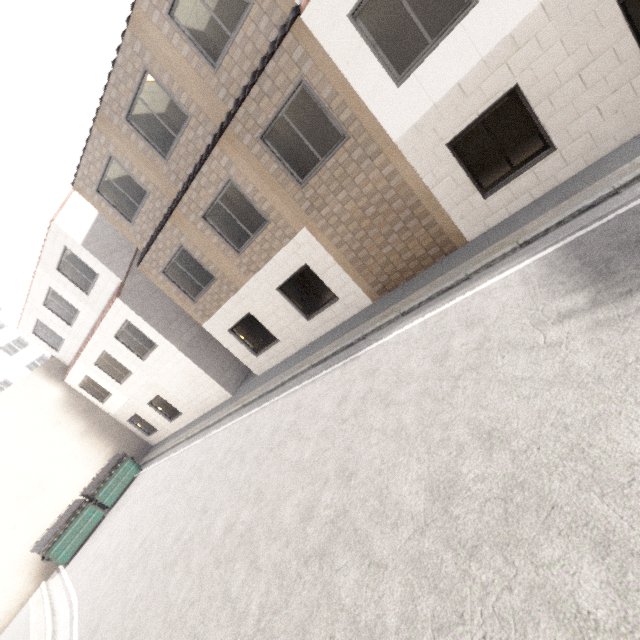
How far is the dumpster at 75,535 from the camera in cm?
1276

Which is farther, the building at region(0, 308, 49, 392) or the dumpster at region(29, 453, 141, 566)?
the building at region(0, 308, 49, 392)

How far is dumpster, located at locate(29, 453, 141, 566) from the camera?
12.8m

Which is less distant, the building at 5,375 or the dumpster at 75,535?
the dumpster at 75,535

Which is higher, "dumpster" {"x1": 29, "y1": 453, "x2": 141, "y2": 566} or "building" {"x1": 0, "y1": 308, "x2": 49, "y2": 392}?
"building" {"x1": 0, "y1": 308, "x2": 49, "y2": 392}

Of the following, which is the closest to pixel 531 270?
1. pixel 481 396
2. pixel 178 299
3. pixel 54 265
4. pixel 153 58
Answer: pixel 481 396
